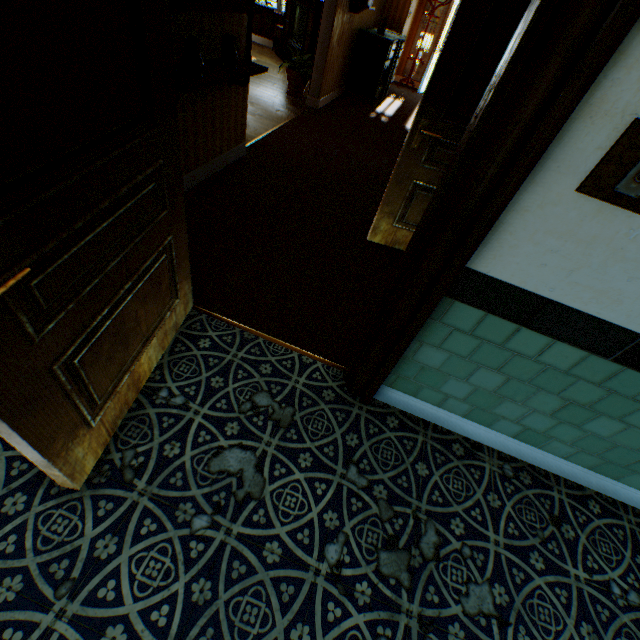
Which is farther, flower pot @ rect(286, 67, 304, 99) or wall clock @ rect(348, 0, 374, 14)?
flower pot @ rect(286, 67, 304, 99)

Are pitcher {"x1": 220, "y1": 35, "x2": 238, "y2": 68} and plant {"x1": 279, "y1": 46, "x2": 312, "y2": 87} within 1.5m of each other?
no

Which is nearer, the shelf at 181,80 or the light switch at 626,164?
the light switch at 626,164

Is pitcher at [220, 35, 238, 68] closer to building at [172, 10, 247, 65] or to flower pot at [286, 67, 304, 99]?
building at [172, 10, 247, 65]

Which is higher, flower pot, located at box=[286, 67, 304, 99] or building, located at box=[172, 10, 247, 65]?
building, located at box=[172, 10, 247, 65]

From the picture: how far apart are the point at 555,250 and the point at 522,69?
0.62m

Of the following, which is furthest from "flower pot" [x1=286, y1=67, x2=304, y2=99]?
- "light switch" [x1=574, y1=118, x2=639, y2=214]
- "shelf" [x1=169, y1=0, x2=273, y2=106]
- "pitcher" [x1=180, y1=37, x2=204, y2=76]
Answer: "light switch" [x1=574, y1=118, x2=639, y2=214]

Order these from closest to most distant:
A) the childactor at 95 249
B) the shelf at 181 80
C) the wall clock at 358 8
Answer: the childactor at 95 249
the shelf at 181 80
the wall clock at 358 8
